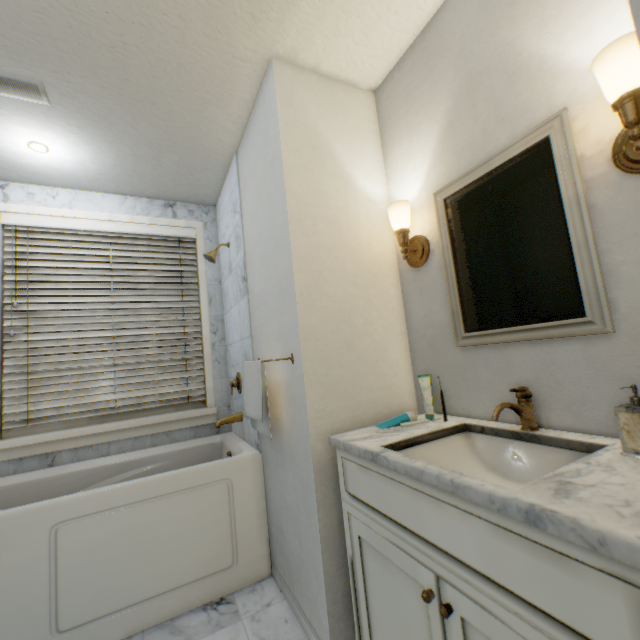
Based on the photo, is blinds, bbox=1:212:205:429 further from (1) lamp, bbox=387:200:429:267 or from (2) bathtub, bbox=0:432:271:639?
(1) lamp, bbox=387:200:429:267

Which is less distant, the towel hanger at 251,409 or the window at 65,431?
the towel hanger at 251,409

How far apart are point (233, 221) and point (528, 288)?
1.8 meters

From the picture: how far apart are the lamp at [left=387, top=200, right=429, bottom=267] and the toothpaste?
0.5m

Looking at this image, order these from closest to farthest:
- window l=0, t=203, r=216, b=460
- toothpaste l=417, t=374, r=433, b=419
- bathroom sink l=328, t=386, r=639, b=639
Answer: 1. bathroom sink l=328, t=386, r=639, b=639
2. toothpaste l=417, t=374, r=433, b=419
3. window l=0, t=203, r=216, b=460

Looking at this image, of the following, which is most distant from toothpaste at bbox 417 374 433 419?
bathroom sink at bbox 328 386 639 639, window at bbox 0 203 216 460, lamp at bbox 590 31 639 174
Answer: window at bbox 0 203 216 460

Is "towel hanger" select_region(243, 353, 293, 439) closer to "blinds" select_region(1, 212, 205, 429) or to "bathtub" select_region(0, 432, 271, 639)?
"bathtub" select_region(0, 432, 271, 639)

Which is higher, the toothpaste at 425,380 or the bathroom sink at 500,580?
the toothpaste at 425,380
